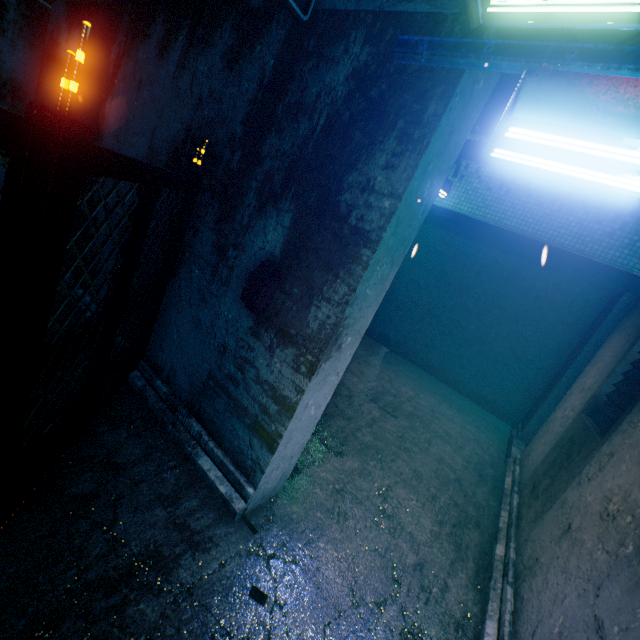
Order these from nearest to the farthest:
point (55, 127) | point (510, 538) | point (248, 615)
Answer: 1. point (55, 127)
2. point (248, 615)
3. point (510, 538)

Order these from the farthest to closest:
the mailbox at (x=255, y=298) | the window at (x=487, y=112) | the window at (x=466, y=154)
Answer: the window at (x=487, y=112) < the window at (x=466, y=154) < the mailbox at (x=255, y=298)

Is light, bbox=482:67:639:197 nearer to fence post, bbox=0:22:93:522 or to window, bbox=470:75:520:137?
fence post, bbox=0:22:93:522

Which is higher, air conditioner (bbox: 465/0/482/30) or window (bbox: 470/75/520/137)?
window (bbox: 470/75/520/137)

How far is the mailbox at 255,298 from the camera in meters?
2.0 m

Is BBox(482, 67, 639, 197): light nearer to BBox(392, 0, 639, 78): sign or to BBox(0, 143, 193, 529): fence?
BBox(392, 0, 639, 78): sign

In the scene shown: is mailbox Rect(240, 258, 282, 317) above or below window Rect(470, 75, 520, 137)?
below

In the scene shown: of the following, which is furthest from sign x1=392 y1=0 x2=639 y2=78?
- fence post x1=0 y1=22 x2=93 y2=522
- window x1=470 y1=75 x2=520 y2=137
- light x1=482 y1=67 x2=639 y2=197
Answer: window x1=470 y1=75 x2=520 y2=137
